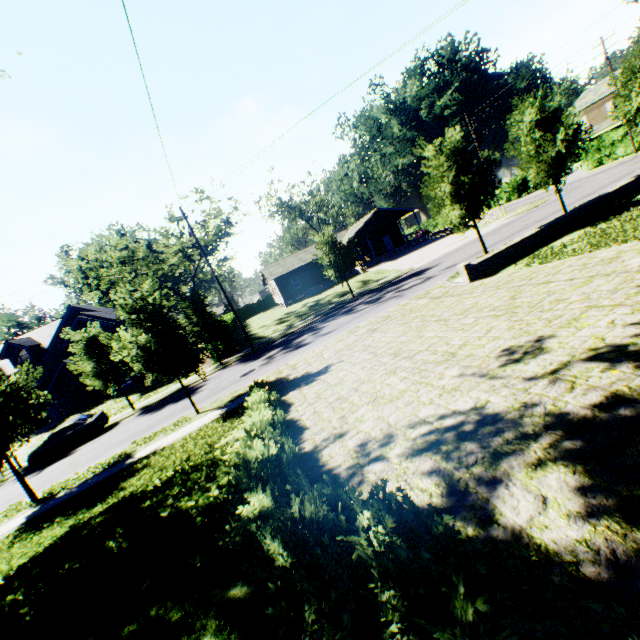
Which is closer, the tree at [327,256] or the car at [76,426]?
the car at [76,426]

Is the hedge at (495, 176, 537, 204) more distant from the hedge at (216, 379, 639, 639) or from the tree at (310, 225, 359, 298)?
the hedge at (216, 379, 639, 639)

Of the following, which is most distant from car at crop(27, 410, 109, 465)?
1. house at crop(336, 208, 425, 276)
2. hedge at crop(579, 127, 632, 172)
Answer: hedge at crop(579, 127, 632, 172)

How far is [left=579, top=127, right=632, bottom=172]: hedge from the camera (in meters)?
34.88

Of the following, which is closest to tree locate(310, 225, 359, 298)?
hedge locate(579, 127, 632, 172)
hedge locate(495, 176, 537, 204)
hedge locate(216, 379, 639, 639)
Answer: hedge locate(216, 379, 639, 639)

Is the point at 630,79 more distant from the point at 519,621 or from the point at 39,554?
the point at 39,554

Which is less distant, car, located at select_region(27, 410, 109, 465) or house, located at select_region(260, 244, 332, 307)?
car, located at select_region(27, 410, 109, 465)

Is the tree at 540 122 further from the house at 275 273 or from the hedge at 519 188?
the hedge at 519 188
